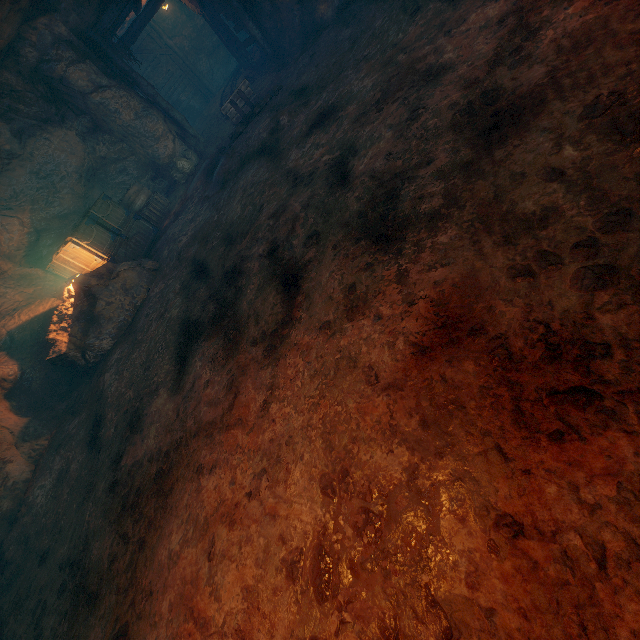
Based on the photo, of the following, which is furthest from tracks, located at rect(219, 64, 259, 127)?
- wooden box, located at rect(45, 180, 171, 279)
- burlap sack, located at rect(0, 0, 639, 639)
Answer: wooden box, located at rect(45, 180, 171, 279)

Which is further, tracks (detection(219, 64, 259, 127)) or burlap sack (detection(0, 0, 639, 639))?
tracks (detection(219, 64, 259, 127))

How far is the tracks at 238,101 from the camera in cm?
957

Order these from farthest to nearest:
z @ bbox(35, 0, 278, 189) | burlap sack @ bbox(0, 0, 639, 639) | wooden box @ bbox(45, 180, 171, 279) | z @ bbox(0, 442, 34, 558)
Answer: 1. z @ bbox(35, 0, 278, 189)
2. wooden box @ bbox(45, 180, 171, 279)
3. z @ bbox(0, 442, 34, 558)
4. burlap sack @ bbox(0, 0, 639, 639)

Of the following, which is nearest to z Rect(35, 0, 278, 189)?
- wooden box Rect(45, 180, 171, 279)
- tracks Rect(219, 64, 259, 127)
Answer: tracks Rect(219, 64, 259, 127)

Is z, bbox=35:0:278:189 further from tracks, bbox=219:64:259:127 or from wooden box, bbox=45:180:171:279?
wooden box, bbox=45:180:171:279

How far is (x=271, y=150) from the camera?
7.52m

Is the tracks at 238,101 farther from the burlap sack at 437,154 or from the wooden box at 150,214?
the wooden box at 150,214
